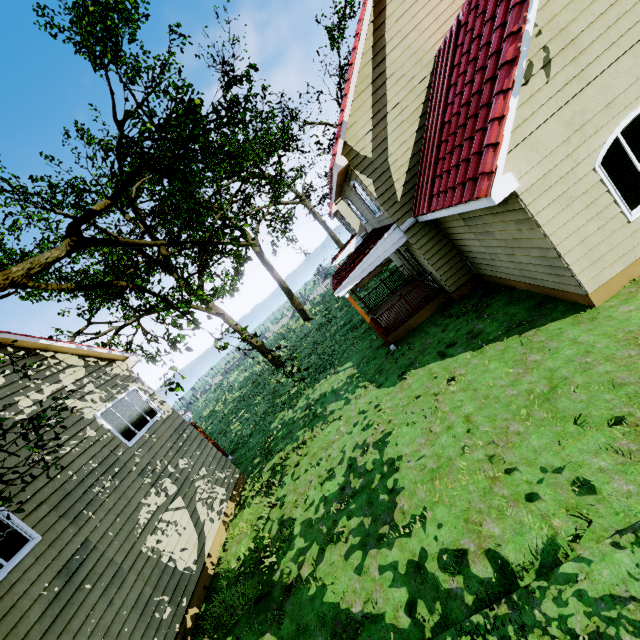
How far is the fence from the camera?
45.4m

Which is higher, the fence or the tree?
the tree

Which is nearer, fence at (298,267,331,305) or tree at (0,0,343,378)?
tree at (0,0,343,378)

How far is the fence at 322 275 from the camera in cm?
4538

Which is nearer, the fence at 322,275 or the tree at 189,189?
the tree at 189,189

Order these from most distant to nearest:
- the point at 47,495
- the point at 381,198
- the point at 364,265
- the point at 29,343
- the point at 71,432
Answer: the point at 364,265, the point at 381,198, the point at 29,343, the point at 71,432, the point at 47,495
